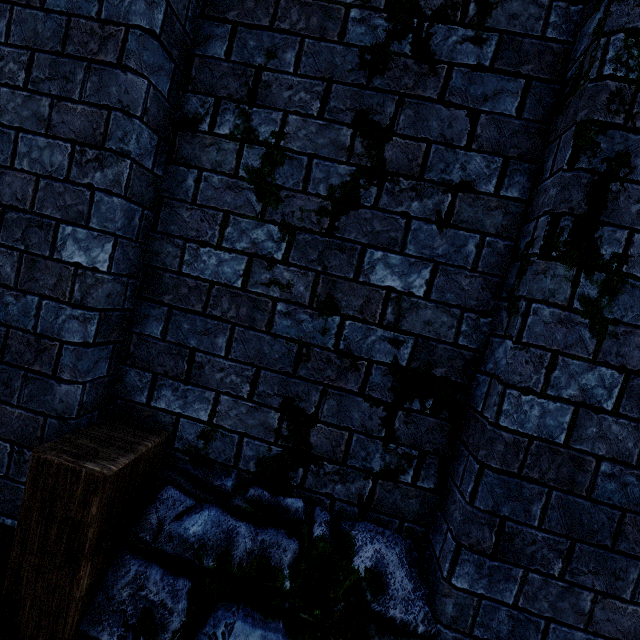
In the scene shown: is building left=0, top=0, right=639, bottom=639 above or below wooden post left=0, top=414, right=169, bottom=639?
above

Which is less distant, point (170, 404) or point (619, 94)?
point (619, 94)

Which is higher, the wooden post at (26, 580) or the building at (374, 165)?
the building at (374, 165)
